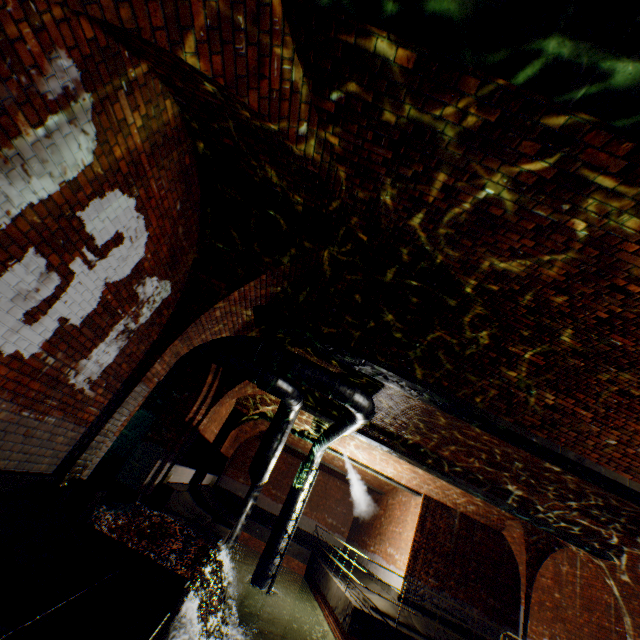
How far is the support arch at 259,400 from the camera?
9.5m

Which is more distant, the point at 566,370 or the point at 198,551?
the point at 198,551

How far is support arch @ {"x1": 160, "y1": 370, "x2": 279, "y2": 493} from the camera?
9.5m

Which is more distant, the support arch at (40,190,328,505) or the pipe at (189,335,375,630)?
the pipe at (189,335,375,630)

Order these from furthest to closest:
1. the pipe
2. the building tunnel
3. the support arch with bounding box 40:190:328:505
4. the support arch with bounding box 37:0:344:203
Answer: the building tunnel, the pipe, the support arch with bounding box 40:190:328:505, the support arch with bounding box 37:0:344:203

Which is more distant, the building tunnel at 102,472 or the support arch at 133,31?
the building tunnel at 102,472

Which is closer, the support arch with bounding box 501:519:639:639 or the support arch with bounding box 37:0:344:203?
the support arch with bounding box 37:0:344:203

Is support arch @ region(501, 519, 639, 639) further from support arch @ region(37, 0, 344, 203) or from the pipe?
support arch @ region(37, 0, 344, 203)
